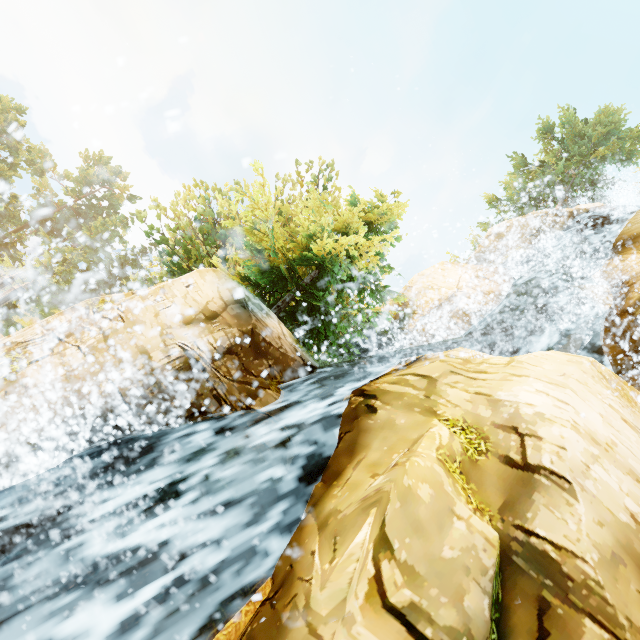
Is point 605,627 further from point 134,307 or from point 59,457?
point 134,307

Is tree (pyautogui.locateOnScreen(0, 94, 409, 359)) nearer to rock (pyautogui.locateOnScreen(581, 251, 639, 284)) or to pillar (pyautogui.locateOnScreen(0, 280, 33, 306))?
rock (pyautogui.locateOnScreen(581, 251, 639, 284))

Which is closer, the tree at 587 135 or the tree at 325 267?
the tree at 325 267

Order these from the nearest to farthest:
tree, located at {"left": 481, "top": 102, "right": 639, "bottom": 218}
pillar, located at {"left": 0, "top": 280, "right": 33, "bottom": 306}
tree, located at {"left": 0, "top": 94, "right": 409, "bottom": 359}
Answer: tree, located at {"left": 0, "top": 94, "right": 409, "bottom": 359}
pillar, located at {"left": 0, "top": 280, "right": 33, "bottom": 306}
tree, located at {"left": 481, "top": 102, "right": 639, "bottom": 218}

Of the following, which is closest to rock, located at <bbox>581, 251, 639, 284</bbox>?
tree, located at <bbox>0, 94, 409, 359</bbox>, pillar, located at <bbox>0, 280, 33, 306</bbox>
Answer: tree, located at <bbox>0, 94, 409, 359</bbox>

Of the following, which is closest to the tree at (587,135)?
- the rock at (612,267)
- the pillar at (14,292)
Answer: the rock at (612,267)
